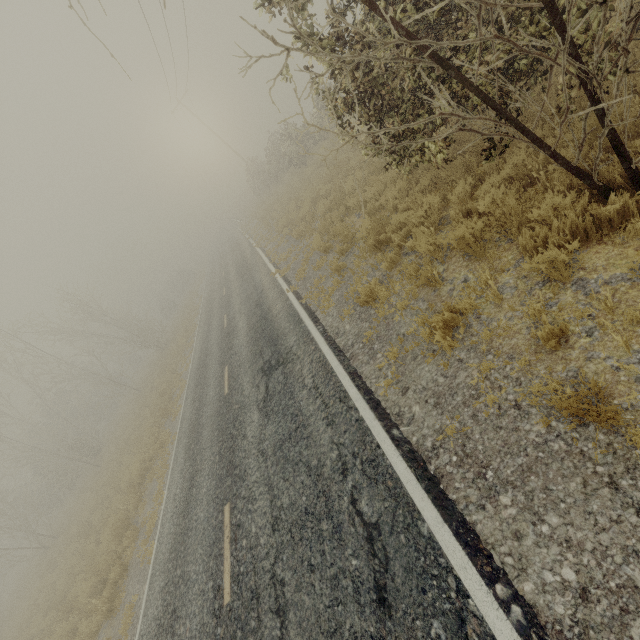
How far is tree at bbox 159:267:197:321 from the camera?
46.94m

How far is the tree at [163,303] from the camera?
46.94m

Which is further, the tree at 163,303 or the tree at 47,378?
the tree at 163,303

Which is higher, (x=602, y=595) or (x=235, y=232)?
(x=235, y=232)

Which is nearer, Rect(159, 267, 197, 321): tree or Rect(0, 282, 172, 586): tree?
Rect(0, 282, 172, 586): tree
